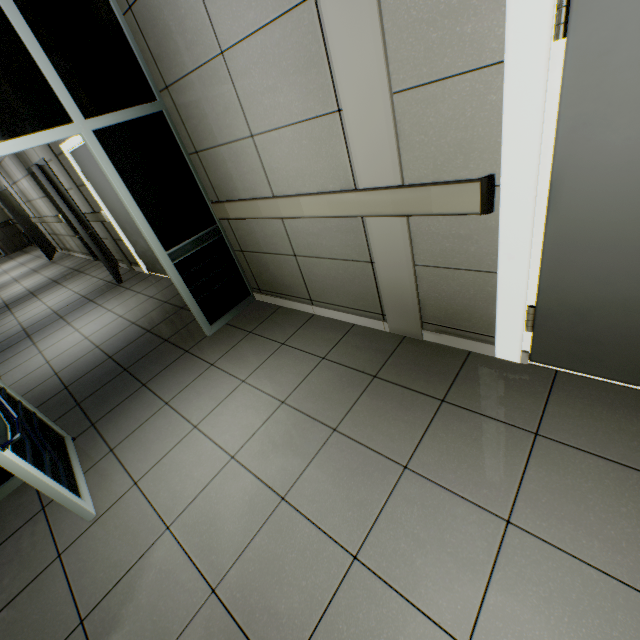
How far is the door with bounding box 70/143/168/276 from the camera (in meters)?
4.48

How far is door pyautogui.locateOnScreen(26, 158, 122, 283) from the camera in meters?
4.9 m

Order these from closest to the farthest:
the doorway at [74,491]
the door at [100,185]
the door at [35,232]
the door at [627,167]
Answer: the door at [627,167] < the doorway at [74,491] < the door at [100,185] < the door at [35,232]

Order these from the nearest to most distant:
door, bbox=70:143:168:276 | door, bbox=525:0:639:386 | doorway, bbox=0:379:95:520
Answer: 1. door, bbox=525:0:639:386
2. doorway, bbox=0:379:95:520
3. door, bbox=70:143:168:276

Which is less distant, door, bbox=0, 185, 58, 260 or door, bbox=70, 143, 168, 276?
door, bbox=70, 143, 168, 276

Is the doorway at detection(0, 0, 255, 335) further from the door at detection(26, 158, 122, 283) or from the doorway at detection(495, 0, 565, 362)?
the door at detection(26, 158, 122, 283)

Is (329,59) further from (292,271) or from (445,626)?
(445,626)

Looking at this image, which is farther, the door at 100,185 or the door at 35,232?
the door at 35,232
